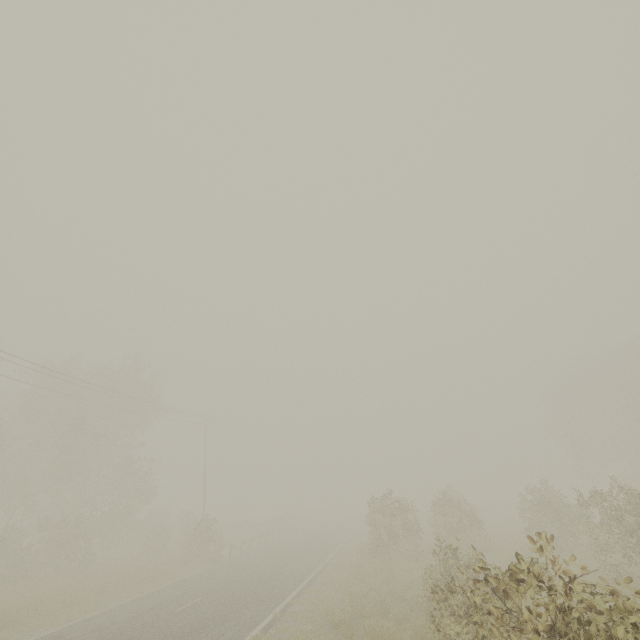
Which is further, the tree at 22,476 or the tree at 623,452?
the tree at 22,476

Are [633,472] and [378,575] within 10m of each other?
no

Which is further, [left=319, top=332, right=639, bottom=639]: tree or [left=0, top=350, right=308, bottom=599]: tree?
[left=0, top=350, right=308, bottom=599]: tree
